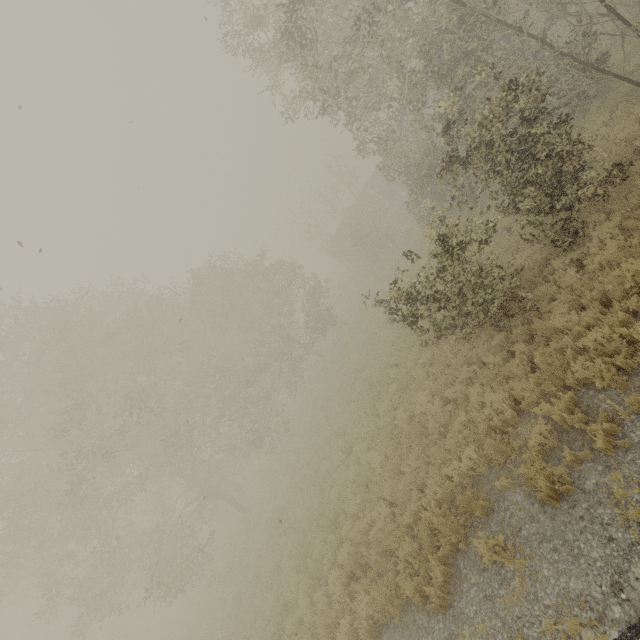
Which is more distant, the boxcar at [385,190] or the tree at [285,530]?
the boxcar at [385,190]

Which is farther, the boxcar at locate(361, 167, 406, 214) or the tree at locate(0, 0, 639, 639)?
the boxcar at locate(361, 167, 406, 214)

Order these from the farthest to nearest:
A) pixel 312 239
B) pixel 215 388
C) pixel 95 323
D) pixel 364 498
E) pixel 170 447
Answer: pixel 312 239 → pixel 215 388 → pixel 95 323 → pixel 170 447 → pixel 364 498

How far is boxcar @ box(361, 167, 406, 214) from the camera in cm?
3609

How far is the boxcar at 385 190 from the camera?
36.09m
